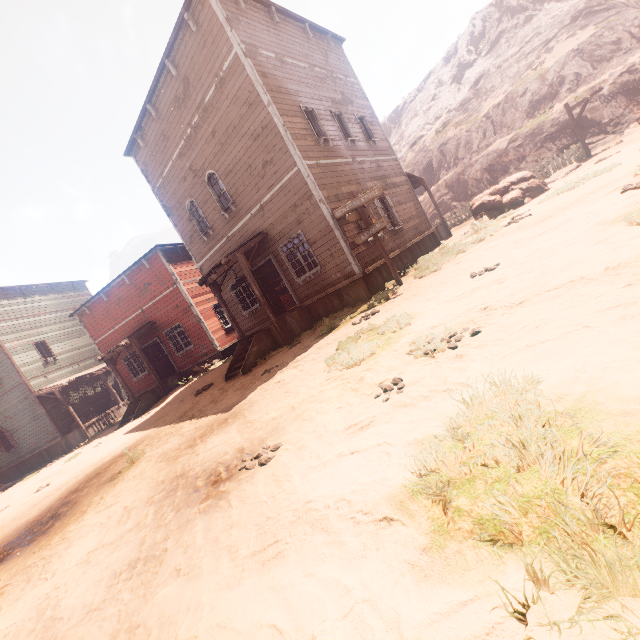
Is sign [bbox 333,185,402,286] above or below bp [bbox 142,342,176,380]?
above

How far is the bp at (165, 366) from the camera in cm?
1873

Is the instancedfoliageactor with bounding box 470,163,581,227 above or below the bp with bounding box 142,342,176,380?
below

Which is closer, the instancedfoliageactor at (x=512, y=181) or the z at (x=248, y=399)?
the z at (x=248, y=399)

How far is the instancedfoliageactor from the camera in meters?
13.5

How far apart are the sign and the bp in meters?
14.5 m

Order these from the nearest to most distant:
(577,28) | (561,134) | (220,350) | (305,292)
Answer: (305,292), (220,350), (561,134), (577,28)

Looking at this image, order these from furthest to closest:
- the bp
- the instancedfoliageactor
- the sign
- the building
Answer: the bp, the instancedfoliageactor, the building, the sign
